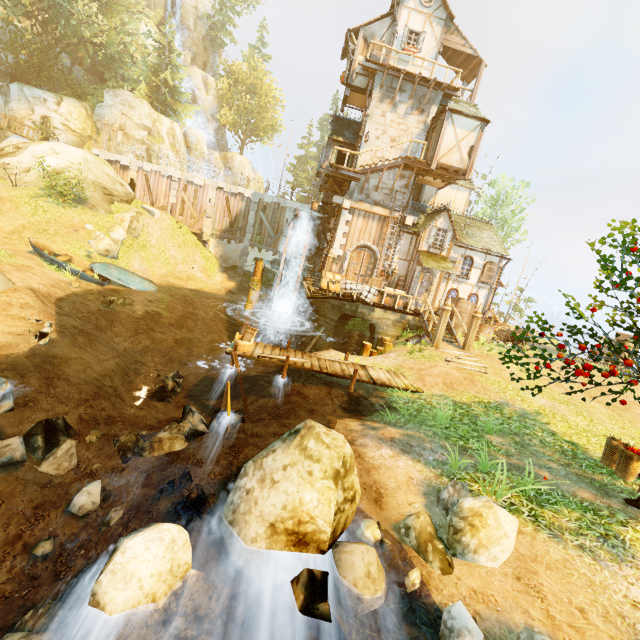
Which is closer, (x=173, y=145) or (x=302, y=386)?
(x=302, y=386)

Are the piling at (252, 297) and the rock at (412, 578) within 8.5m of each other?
no

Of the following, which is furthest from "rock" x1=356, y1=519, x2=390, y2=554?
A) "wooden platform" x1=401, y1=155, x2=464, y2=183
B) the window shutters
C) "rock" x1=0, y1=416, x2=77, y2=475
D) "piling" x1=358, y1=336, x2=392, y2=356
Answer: the window shutters

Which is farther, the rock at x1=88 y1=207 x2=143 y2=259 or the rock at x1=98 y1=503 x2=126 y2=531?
the rock at x1=88 y1=207 x2=143 y2=259

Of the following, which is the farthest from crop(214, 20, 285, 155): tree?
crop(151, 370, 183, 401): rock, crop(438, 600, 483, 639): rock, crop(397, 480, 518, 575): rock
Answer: crop(151, 370, 183, 401): rock

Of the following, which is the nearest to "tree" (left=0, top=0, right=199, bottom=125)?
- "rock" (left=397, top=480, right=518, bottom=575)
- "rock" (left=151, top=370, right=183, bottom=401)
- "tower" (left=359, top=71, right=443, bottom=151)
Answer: "rock" (left=397, top=480, right=518, bottom=575)

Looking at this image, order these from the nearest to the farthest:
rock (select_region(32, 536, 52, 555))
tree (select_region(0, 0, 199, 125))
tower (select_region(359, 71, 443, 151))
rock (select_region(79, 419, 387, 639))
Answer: rock (select_region(79, 419, 387, 639)), rock (select_region(32, 536, 52, 555)), tower (select_region(359, 71, 443, 151)), tree (select_region(0, 0, 199, 125))

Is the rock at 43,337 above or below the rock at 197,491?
above
